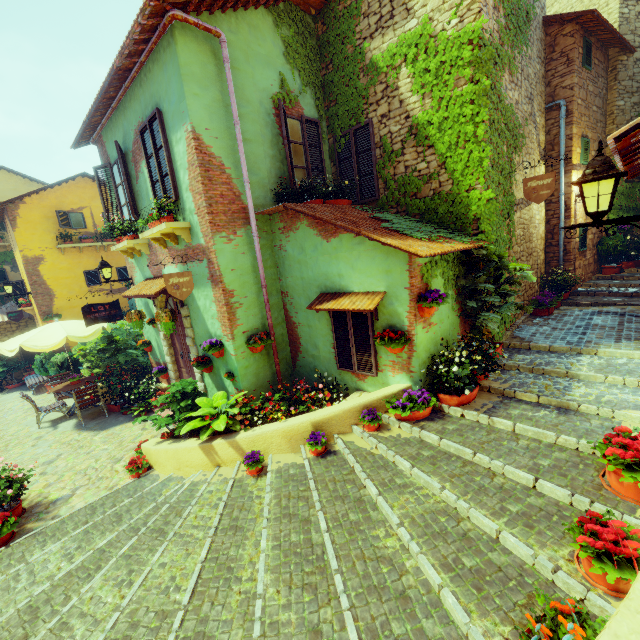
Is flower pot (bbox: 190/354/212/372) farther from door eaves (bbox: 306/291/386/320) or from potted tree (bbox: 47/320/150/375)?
potted tree (bbox: 47/320/150/375)

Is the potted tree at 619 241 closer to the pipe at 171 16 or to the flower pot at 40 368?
the pipe at 171 16

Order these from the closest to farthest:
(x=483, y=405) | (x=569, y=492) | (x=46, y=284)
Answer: (x=569, y=492) < (x=483, y=405) < (x=46, y=284)

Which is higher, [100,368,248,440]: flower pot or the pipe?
the pipe

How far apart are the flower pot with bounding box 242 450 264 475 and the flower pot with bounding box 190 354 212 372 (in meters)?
2.52

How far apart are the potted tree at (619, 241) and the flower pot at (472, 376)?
6.74m

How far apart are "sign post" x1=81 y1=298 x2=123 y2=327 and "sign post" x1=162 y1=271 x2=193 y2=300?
4.8 meters

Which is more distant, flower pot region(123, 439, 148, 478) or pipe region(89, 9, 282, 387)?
flower pot region(123, 439, 148, 478)
